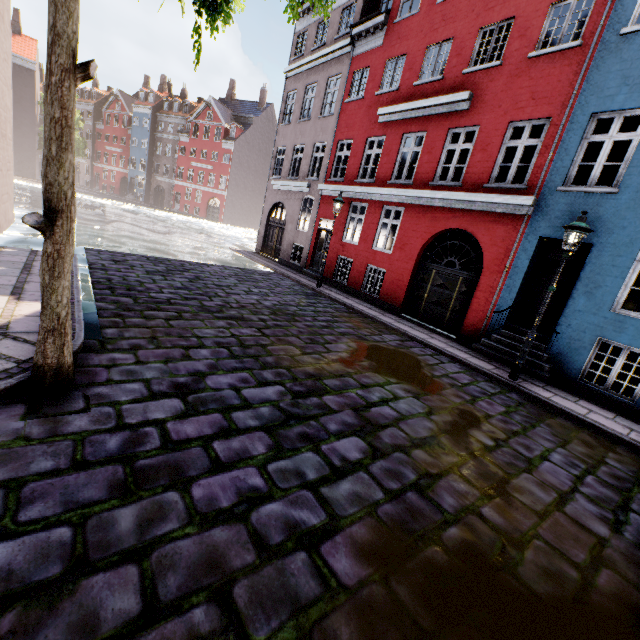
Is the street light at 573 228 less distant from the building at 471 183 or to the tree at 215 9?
the building at 471 183

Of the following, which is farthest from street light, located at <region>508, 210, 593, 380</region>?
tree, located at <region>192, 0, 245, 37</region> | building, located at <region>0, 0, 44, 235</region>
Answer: tree, located at <region>192, 0, 245, 37</region>

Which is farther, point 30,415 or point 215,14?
point 215,14

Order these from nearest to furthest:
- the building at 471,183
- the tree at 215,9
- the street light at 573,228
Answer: the tree at 215,9 → the street light at 573,228 → the building at 471,183

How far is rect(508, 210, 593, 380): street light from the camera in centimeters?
660cm

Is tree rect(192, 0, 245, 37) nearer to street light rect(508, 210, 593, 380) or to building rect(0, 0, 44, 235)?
building rect(0, 0, 44, 235)

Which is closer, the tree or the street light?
the tree

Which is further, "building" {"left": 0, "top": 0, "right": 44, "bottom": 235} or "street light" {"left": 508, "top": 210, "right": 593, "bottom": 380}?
"building" {"left": 0, "top": 0, "right": 44, "bottom": 235}
